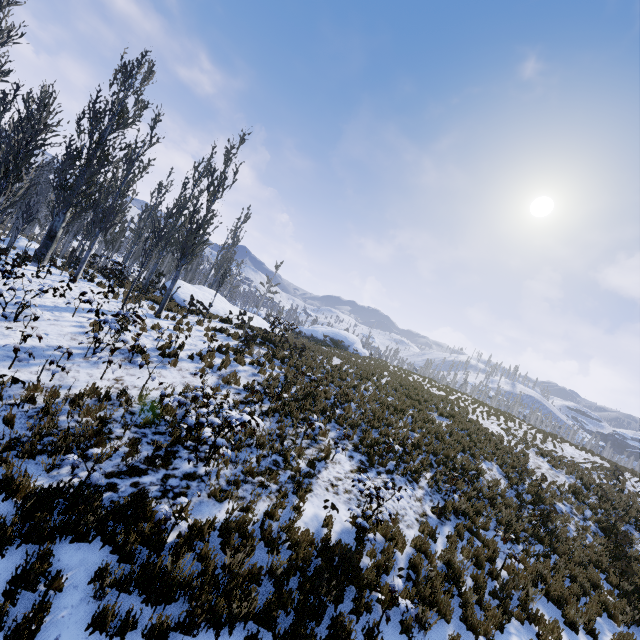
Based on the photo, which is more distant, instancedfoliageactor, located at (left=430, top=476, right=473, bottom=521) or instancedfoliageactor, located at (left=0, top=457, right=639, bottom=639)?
instancedfoliageactor, located at (left=430, top=476, right=473, bottom=521)

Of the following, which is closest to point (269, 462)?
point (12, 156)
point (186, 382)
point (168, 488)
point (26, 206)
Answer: point (168, 488)

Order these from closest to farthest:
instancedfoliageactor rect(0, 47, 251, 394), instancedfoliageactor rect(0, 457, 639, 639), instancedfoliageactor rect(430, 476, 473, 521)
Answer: instancedfoliageactor rect(0, 457, 639, 639) → instancedfoliageactor rect(0, 47, 251, 394) → instancedfoliageactor rect(430, 476, 473, 521)

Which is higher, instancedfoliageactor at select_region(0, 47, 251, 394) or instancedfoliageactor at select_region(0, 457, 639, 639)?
instancedfoliageactor at select_region(0, 47, 251, 394)

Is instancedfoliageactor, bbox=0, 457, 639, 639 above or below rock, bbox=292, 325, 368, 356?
below

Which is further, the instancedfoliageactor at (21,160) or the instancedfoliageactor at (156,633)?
the instancedfoliageactor at (21,160)

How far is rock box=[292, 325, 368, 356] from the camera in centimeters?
3900cm

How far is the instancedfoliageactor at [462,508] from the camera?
9.2 meters
